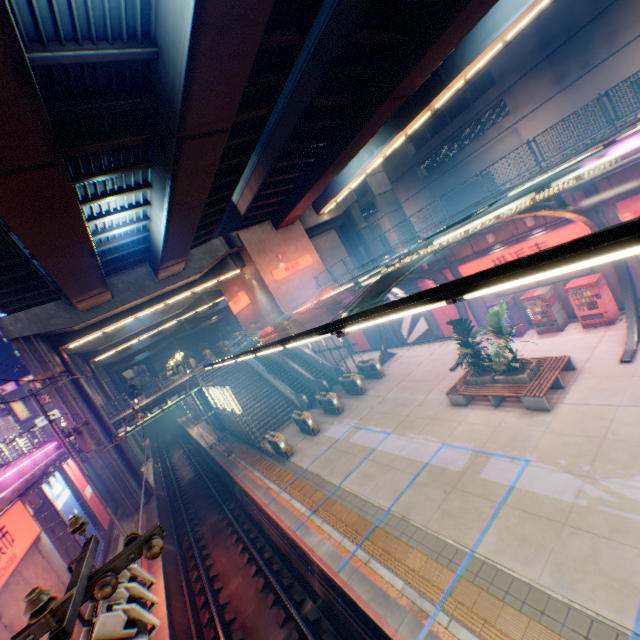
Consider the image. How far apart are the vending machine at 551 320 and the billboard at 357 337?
14.2m

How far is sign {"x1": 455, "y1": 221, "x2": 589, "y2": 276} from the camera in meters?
13.5

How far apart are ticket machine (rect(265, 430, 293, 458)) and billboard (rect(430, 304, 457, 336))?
12.16m

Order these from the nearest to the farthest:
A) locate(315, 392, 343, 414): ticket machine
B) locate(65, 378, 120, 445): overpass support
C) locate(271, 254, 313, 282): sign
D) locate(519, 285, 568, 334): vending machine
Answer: locate(519, 285, 568, 334): vending machine → locate(315, 392, 343, 414): ticket machine → locate(65, 378, 120, 445): overpass support → locate(271, 254, 313, 282): sign

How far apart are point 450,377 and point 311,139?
16.3 meters

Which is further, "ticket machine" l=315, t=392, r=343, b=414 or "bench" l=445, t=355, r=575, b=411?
"ticket machine" l=315, t=392, r=343, b=414

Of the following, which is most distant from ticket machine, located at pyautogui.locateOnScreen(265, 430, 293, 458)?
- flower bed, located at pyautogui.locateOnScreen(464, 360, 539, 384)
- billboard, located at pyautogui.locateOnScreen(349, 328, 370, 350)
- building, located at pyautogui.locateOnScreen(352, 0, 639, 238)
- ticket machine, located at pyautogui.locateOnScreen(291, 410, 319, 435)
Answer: building, located at pyautogui.locateOnScreen(352, 0, 639, 238)

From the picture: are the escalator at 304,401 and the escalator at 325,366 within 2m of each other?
no
